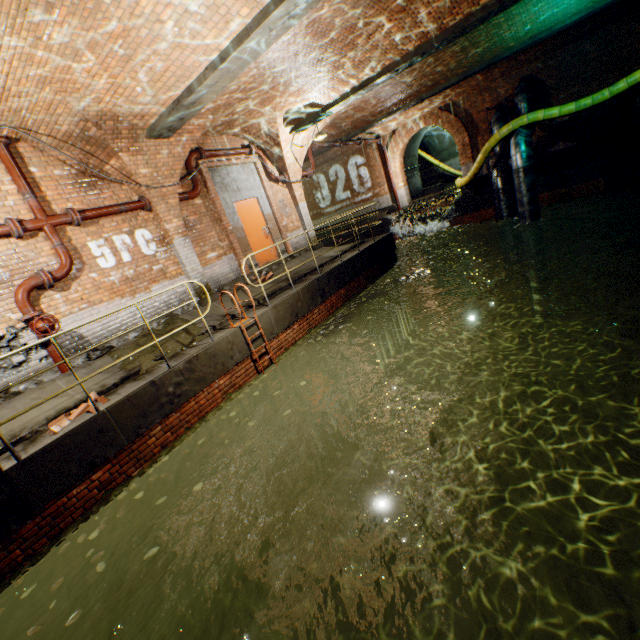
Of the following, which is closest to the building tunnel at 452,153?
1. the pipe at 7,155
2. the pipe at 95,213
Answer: the pipe at 95,213

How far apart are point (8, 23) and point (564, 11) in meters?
13.1

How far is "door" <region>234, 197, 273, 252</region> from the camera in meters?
10.1 m

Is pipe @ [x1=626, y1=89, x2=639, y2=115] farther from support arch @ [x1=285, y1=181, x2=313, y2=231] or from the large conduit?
support arch @ [x1=285, y1=181, x2=313, y2=231]

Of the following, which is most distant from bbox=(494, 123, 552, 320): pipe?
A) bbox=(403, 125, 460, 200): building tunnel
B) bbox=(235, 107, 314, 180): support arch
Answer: bbox=(235, 107, 314, 180): support arch

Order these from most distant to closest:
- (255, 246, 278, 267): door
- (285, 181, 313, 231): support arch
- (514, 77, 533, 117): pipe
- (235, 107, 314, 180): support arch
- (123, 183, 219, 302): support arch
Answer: (514, 77, 533, 117): pipe < (285, 181, 313, 231): support arch < (255, 246, 278, 267): door < (235, 107, 314, 180): support arch < (123, 183, 219, 302): support arch

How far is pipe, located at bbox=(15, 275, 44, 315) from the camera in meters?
5.9

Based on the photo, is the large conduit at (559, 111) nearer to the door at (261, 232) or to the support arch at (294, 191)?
the support arch at (294, 191)
